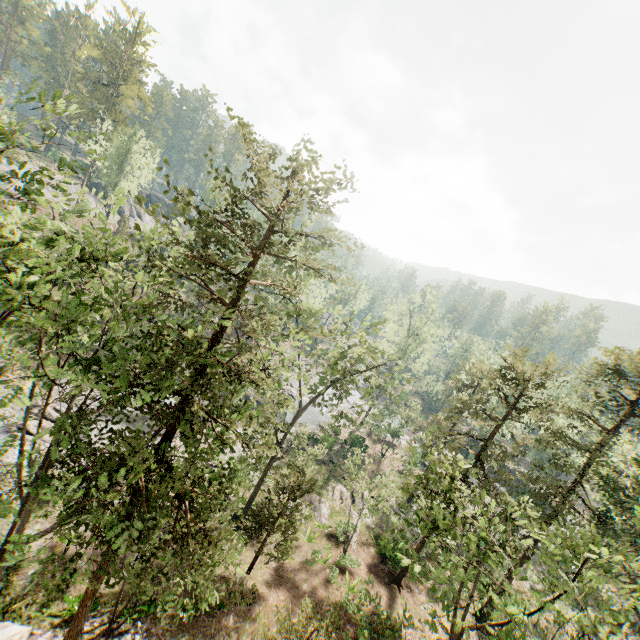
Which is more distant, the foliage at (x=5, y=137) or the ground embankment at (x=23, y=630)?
the ground embankment at (x=23, y=630)

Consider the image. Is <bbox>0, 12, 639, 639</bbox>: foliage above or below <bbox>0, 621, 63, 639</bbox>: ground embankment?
above

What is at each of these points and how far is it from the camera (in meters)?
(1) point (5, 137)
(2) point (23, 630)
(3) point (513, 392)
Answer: (1) foliage, 9.43
(2) ground embankment, 12.72
(3) foliage, 43.56

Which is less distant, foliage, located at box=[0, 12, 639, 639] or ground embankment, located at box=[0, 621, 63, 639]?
foliage, located at box=[0, 12, 639, 639]
